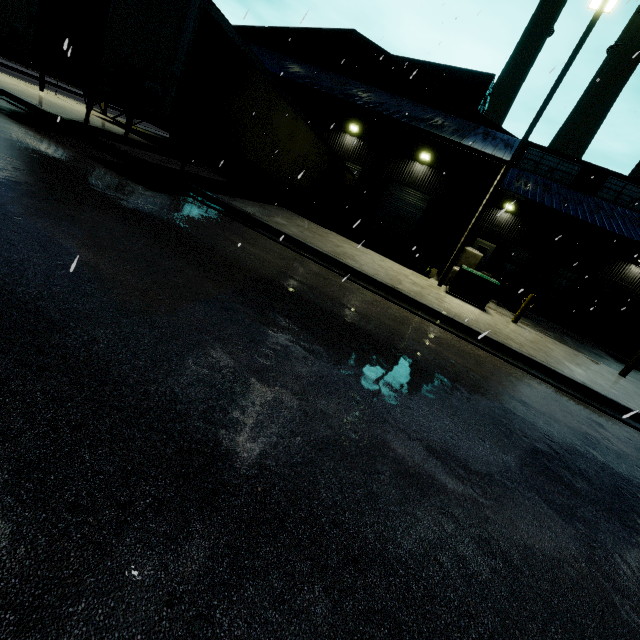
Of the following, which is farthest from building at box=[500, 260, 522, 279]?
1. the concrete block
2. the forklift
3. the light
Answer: the light

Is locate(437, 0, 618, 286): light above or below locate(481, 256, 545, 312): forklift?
above

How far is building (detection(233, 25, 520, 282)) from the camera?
15.89m

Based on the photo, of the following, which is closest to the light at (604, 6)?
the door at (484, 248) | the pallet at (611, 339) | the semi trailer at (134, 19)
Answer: the semi trailer at (134, 19)

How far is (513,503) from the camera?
3.13m

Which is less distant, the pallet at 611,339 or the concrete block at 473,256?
the concrete block at 473,256
